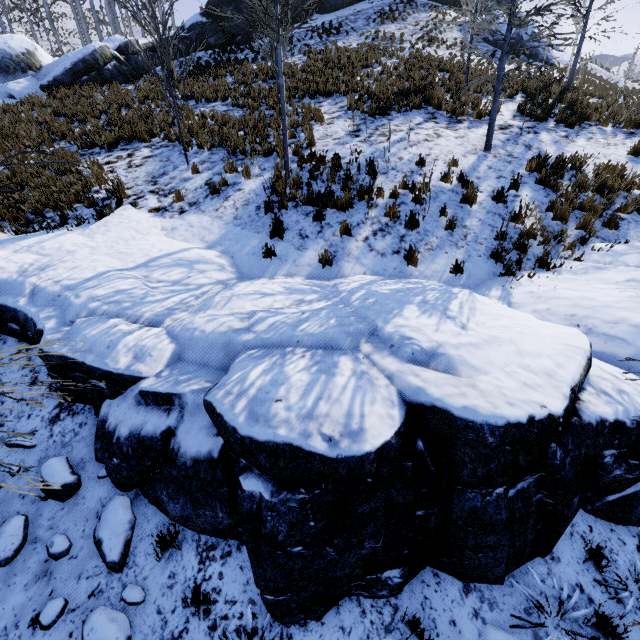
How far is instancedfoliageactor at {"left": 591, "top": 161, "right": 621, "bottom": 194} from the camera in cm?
757

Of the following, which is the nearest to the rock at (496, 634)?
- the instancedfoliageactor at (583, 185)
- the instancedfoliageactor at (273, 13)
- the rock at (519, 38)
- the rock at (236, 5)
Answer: the instancedfoliageactor at (273, 13)

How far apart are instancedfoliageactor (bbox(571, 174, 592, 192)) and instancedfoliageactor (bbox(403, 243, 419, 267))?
5.0m

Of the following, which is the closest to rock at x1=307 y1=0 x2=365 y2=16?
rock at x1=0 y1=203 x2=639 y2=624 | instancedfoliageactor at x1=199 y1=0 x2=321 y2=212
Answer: rock at x1=0 y1=203 x2=639 y2=624

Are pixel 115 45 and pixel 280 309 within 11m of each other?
no

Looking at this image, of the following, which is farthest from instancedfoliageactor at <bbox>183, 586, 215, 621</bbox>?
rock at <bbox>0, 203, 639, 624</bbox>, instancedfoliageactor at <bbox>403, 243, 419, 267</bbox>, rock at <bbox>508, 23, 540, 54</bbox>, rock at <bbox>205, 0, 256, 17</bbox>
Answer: rock at <bbox>205, 0, 256, 17</bbox>

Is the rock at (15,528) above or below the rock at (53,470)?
below
